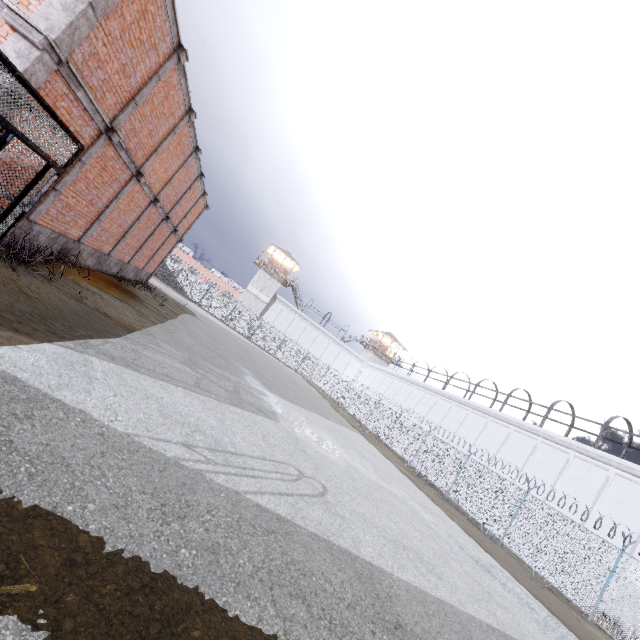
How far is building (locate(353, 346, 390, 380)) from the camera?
56.3m

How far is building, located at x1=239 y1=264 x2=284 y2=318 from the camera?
50.1m

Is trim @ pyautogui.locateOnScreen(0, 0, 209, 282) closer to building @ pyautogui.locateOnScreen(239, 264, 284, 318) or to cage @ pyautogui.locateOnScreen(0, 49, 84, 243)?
cage @ pyautogui.locateOnScreen(0, 49, 84, 243)

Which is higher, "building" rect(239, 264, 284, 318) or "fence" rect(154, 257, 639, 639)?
"building" rect(239, 264, 284, 318)

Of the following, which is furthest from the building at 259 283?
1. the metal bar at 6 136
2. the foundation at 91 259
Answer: the metal bar at 6 136

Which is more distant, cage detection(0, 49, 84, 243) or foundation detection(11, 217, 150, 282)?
foundation detection(11, 217, 150, 282)

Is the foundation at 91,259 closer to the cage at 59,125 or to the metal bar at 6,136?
the cage at 59,125

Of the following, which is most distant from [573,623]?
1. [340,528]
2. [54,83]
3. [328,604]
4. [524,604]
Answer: [54,83]
